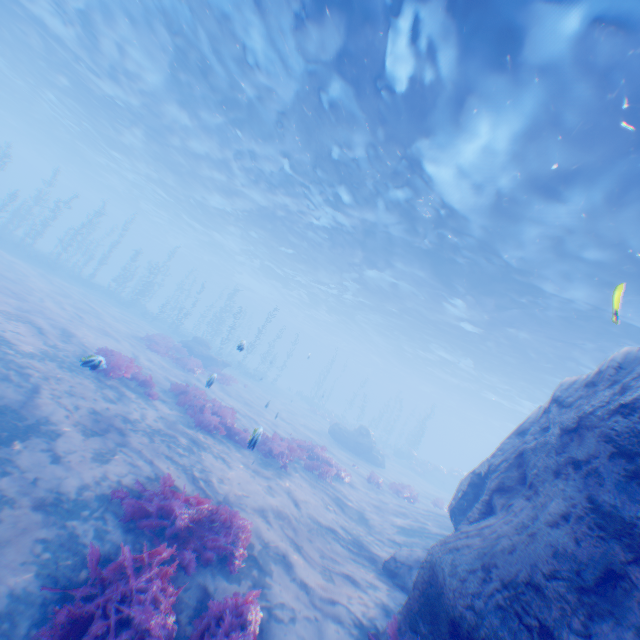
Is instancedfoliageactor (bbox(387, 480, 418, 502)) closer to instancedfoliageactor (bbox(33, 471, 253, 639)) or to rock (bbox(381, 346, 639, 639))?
rock (bbox(381, 346, 639, 639))

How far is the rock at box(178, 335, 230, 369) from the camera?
24.06m

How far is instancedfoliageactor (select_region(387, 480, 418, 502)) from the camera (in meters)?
17.88

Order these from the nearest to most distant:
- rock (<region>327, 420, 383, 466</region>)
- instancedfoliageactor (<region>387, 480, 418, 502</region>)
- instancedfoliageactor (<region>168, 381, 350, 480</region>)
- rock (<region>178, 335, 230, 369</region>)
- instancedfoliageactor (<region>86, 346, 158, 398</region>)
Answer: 1. instancedfoliageactor (<region>86, 346, 158, 398</region>)
2. instancedfoliageactor (<region>168, 381, 350, 480</region>)
3. instancedfoliageactor (<region>387, 480, 418, 502</region>)
4. rock (<region>178, 335, 230, 369</region>)
5. rock (<region>327, 420, 383, 466</region>)

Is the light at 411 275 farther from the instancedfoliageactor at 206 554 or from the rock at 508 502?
the instancedfoliageactor at 206 554

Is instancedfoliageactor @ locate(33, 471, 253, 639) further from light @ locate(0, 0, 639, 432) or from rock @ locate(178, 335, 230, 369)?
rock @ locate(178, 335, 230, 369)

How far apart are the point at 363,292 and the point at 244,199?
13.30m

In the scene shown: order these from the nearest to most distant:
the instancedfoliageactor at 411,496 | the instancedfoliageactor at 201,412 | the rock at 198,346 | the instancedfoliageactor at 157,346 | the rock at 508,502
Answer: the rock at 508,502 < the instancedfoliageactor at 201,412 < the instancedfoliageactor at 411,496 < the instancedfoliageactor at 157,346 < the rock at 198,346
